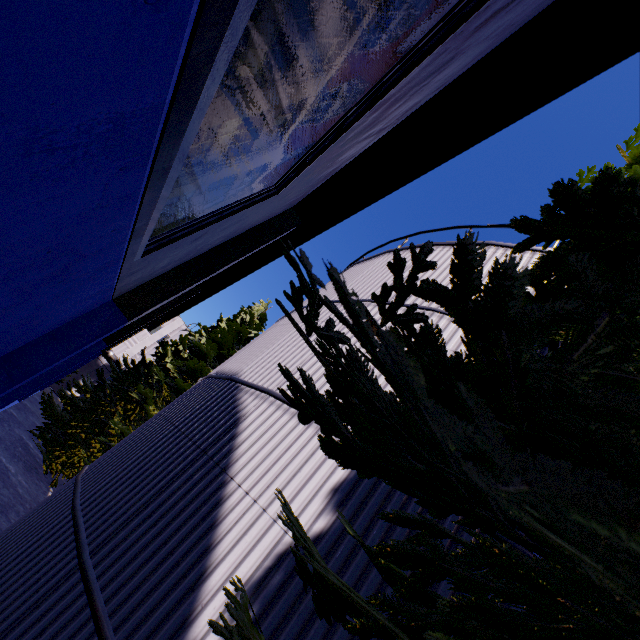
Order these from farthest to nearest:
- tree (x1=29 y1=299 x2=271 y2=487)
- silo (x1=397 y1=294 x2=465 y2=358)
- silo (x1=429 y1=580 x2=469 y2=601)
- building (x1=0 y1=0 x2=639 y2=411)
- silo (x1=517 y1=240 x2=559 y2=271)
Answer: tree (x1=29 y1=299 x2=271 y2=487) → silo (x1=517 y1=240 x2=559 y2=271) → silo (x1=397 y1=294 x2=465 y2=358) → silo (x1=429 y1=580 x2=469 y2=601) → building (x1=0 y1=0 x2=639 y2=411)

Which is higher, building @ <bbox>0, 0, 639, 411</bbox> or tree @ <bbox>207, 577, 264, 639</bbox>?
building @ <bbox>0, 0, 639, 411</bbox>

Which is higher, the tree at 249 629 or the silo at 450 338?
the silo at 450 338

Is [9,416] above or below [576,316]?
below

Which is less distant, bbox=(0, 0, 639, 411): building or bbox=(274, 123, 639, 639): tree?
bbox=(274, 123, 639, 639): tree

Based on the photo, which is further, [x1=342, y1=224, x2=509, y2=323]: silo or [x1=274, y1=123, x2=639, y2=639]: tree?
[x1=342, y1=224, x2=509, y2=323]: silo

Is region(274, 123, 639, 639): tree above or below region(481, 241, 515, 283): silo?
below

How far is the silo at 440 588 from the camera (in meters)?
2.96
